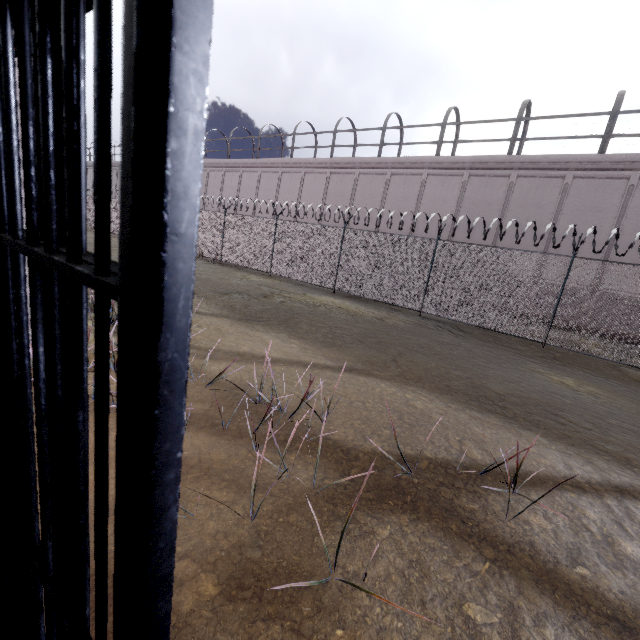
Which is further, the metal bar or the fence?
the fence

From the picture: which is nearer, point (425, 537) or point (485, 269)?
point (425, 537)

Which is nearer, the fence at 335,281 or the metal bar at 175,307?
the metal bar at 175,307
